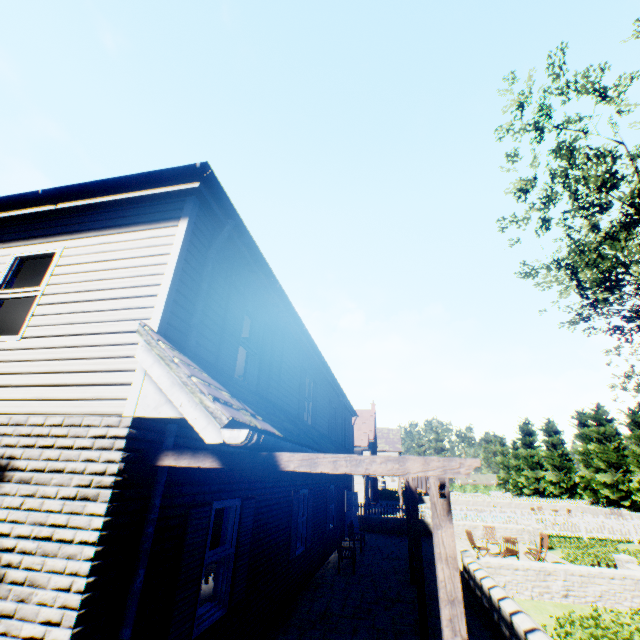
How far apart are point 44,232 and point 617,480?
51.8 meters

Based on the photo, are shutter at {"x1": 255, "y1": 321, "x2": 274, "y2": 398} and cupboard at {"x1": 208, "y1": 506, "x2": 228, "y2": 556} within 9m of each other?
yes

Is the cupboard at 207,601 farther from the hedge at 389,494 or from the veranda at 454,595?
the hedge at 389,494

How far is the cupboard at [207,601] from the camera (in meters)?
5.32

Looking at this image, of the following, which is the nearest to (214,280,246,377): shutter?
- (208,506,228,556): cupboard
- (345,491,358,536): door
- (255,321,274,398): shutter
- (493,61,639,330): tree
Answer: (255,321,274,398): shutter

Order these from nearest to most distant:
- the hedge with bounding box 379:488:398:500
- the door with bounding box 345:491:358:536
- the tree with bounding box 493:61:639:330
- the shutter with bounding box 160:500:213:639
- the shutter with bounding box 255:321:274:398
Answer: the shutter with bounding box 160:500:213:639 → the shutter with bounding box 255:321:274:398 → the tree with bounding box 493:61:639:330 → the door with bounding box 345:491:358:536 → the hedge with bounding box 379:488:398:500

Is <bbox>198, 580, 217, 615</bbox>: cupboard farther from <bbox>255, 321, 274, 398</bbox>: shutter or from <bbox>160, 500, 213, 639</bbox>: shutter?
<bbox>255, 321, 274, 398</bbox>: shutter

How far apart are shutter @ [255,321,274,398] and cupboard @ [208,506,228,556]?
2.1m
